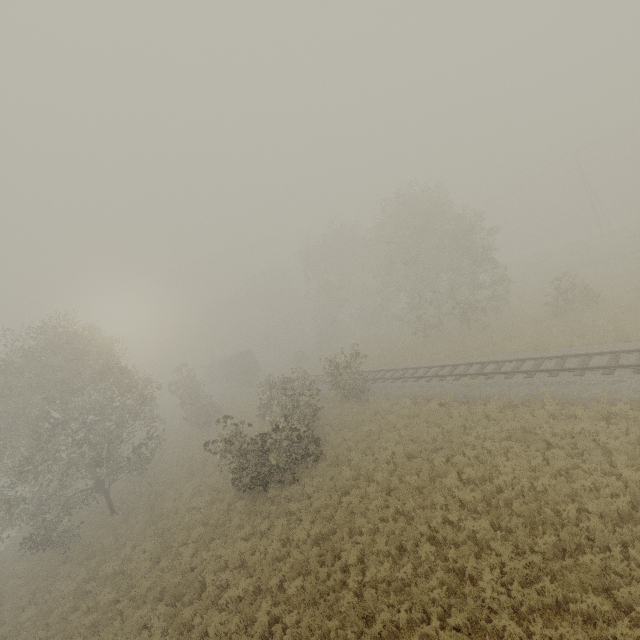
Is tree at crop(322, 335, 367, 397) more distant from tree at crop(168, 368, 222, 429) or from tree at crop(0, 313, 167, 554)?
tree at crop(0, 313, 167, 554)

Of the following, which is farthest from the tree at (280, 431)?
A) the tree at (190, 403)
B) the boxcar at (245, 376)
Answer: the boxcar at (245, 376)

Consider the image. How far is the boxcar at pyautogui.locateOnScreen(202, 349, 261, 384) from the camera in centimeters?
4659cm

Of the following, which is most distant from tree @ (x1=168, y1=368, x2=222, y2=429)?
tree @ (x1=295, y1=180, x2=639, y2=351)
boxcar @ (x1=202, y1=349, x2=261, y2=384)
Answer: boxcar @ (x1=202, y1=349, x2=261, y2=384)

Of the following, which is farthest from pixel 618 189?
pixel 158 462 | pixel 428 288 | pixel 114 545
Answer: pixel 114 545

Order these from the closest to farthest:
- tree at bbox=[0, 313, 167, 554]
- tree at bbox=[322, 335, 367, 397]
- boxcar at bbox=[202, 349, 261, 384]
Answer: tree at bbox=[0, 313, 167, 554], tree at bbox=[322, 335, 367, 397], boxcar at bbox=[202, 349, 261, 384]

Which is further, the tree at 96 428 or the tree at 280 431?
the tree at 96 428

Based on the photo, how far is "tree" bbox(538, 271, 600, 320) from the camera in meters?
22.3 m
